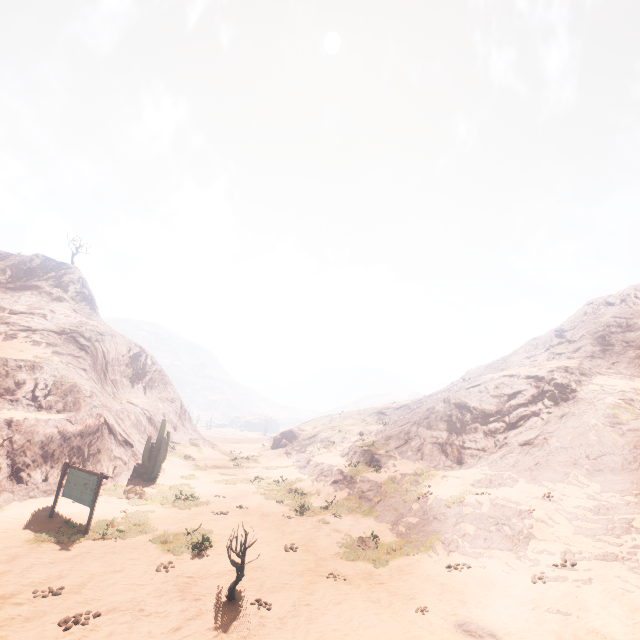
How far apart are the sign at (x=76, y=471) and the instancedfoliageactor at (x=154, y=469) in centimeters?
742cm

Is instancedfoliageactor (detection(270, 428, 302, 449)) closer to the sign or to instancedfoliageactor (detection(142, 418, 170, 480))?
instancedfoliageactor (detection(142, 418, 170, 480))

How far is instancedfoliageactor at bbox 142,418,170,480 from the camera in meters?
21.7 m

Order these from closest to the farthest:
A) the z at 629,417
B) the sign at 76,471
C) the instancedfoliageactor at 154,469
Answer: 1. the z at 629,417
2. the sign at 76,471
3. the instancedfoliageactor at 154,469

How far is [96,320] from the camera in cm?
3828

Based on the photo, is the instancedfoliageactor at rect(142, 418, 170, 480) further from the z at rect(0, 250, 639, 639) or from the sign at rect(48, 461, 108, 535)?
the sign at rect(48, 461, 108, 535)

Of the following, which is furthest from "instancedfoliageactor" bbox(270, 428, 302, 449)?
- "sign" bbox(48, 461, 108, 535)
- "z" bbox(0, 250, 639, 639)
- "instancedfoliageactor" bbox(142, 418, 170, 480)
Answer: "sign" bbox(48, 461, 108, 535)
